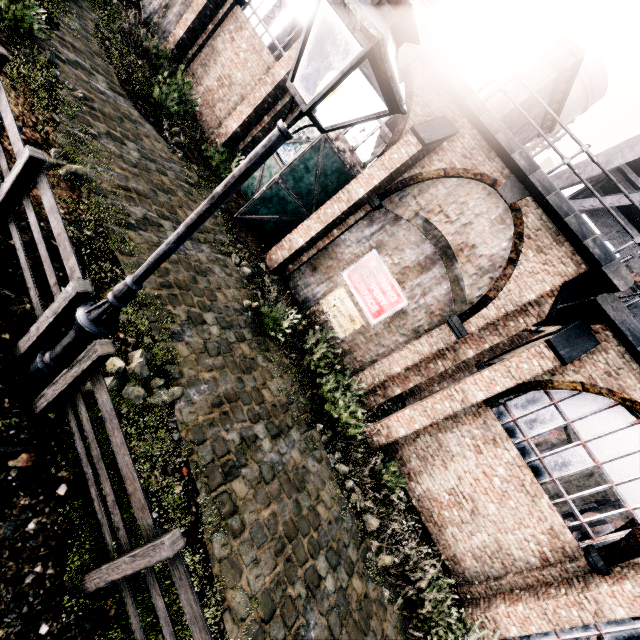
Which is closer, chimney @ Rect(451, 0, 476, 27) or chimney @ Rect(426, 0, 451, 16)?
chimney @ Rect(426, 0, 451, 16)

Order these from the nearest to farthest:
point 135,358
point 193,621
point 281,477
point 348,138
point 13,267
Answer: point 193,621 < point 13,267 < point 135,358 < point 281,477 < point 348,138

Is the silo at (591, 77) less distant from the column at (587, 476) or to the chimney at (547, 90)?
the chimney at (547, 90)

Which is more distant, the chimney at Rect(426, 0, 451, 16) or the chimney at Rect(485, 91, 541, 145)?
the chimney at Rect(426, 0, 451, 16)

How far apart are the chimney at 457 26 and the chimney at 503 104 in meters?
4.9 m

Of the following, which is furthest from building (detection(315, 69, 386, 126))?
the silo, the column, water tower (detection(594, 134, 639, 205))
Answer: the silo

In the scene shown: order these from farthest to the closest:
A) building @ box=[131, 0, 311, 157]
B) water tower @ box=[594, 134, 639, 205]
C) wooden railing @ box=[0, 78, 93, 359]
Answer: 1. building @ box=[131, 0, 311, 157]
2. water tower @ box=[594, 134, 639, 205]
3. wooden railing @ box=[0, 78, 93, 359]

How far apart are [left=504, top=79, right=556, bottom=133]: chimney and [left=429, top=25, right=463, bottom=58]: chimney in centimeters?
491cm
